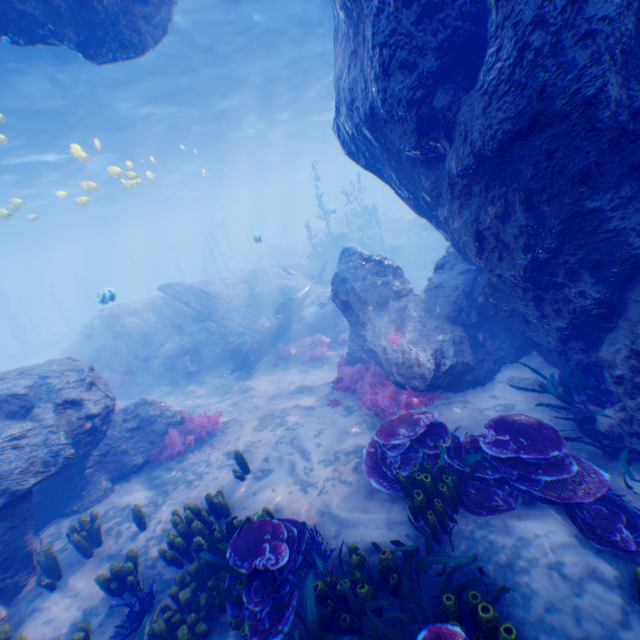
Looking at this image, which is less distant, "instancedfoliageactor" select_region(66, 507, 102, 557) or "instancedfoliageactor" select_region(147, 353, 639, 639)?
"instancedfoliageactor" select_region(147, 353, 639, 639)

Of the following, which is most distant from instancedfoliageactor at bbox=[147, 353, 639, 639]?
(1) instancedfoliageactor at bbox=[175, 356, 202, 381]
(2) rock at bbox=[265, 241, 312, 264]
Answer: (2) rock at bbox=[265, 241, 312, 264]

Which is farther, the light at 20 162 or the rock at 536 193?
the light at 20 162

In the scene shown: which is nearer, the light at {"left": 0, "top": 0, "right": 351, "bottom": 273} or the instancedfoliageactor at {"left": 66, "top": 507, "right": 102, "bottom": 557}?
the instancedfoliageactor at {"left": 66, "top": 507, "right": 102, "bottom": 557}

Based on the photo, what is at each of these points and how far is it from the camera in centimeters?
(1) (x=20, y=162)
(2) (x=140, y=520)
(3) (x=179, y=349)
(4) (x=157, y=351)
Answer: (1) light, 1859cm
(2) instancedfoliageactor, 645cm
(3) rock, 1603cm
(4) instancedfoliageactor, 1633cm

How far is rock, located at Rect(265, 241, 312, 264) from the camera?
36.4 meters

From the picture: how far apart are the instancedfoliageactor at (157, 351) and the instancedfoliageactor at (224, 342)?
2.49m

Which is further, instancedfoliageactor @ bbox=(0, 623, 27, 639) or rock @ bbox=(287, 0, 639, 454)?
instancedfoliageactor @ bbox=(0, 623, 27, 639)
